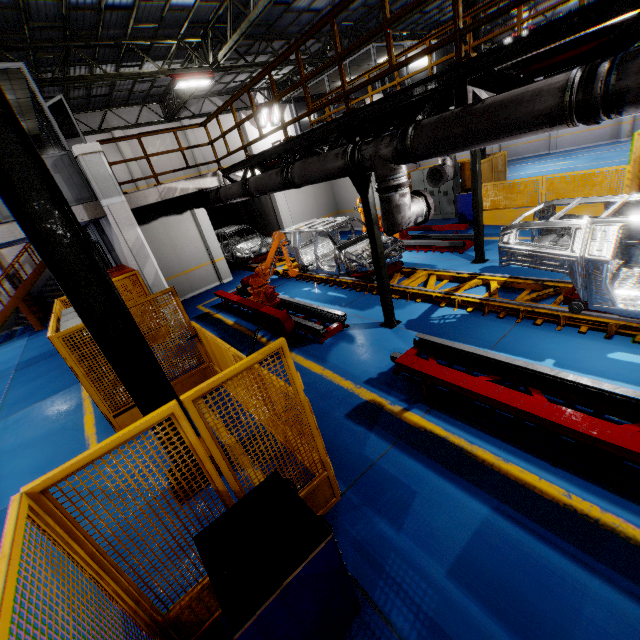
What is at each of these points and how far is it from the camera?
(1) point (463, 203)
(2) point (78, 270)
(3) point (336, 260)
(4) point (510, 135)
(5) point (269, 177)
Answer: (1) toolbox, 12.5m
(2) metal pole, 3.3m
(3) chassis, 9.4m
(4) vent pipe, 3.4m
(5) vent pipe, 7.2m

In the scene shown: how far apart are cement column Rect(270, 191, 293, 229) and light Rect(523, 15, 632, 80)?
11.9m

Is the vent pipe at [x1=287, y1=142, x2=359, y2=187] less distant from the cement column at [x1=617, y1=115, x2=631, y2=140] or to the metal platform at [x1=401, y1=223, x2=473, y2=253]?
the metal platform at [x1=401, y1=223, x2=473, y2=253]

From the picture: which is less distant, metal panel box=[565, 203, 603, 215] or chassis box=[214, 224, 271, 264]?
metal panel box=[565, 203, 603, 215]

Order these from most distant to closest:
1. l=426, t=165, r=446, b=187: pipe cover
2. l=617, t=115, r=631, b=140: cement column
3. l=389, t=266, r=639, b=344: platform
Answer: l=617, t=115, r=631, b=140: cement column
l=426, t=165, r=446, b=187: pipe cover
l=389, t=266, r=639, b=344: platform

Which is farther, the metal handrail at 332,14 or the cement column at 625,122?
the cement column at 625,122

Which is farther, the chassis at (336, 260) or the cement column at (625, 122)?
the cement column at (625, 122)

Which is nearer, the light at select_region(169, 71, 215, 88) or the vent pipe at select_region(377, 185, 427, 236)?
the vent pipe at select_region(377, 185, 427, 236)
